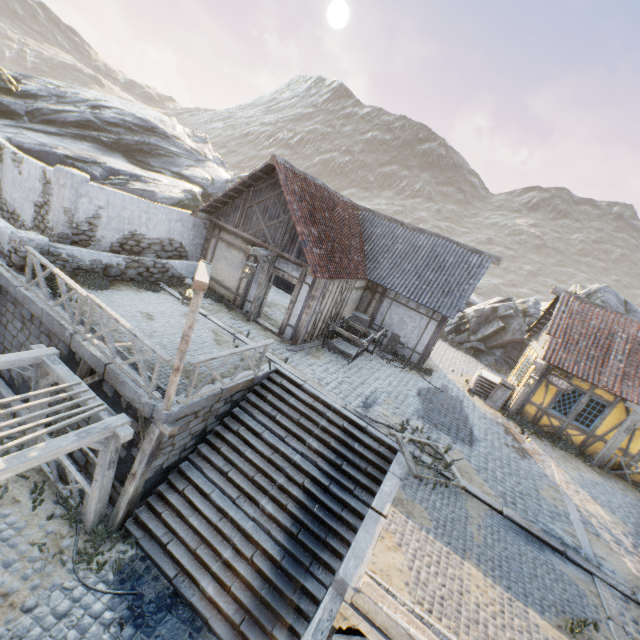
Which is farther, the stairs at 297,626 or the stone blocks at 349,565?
the stairs at 297,626

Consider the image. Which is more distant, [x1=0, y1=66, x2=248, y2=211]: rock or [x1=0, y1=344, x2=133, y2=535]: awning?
[x1=0, y1=66, x2=248, y2=211]: rock

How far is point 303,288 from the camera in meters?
11.8

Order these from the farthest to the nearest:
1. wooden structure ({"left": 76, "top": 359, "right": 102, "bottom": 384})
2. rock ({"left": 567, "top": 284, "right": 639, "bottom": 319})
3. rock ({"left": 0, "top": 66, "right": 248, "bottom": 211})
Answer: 1. rock ({"left": 567, "top": 284, "right": 639, "bottom": 319})
2. rock ({"left": 0, "top": 66, "right": 248, "bottom": 211})
3. wooden structure ({"left": 76, "top": 359, "right": 102, "bottom": 384})

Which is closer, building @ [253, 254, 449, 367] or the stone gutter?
the stone gutter

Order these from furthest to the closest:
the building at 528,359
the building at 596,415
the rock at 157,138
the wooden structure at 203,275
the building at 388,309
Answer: the rock at 157,138
the building at 528,359
the building at 596,415
the building at 388,309
the wooden structure at 203,275

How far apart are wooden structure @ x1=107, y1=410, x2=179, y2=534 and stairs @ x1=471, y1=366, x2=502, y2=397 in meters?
13.2 m

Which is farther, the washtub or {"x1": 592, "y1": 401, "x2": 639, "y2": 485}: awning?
the washtub
